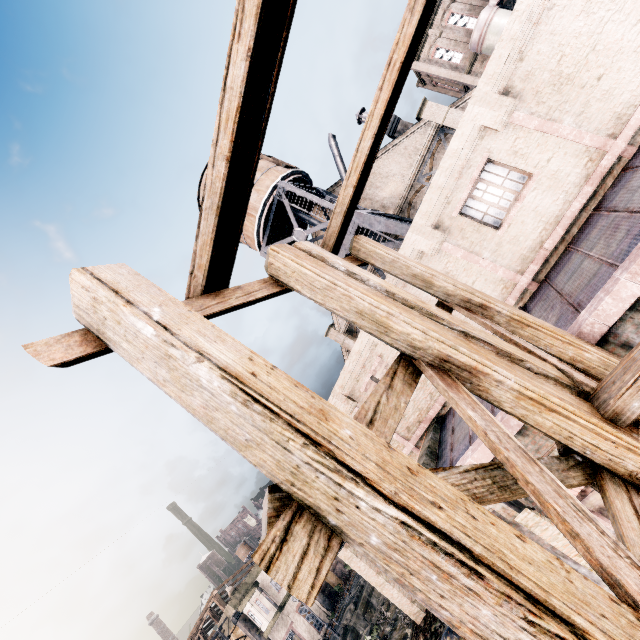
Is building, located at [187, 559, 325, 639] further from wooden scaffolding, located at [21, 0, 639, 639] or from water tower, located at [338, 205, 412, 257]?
wooden scaffolding, located at [21, 0, 639, 639]

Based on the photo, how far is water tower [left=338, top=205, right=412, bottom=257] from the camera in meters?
18.1

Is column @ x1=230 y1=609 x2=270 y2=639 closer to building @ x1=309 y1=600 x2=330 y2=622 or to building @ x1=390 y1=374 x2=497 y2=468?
building @ x1=309 y1=600 x2=330 y2=622

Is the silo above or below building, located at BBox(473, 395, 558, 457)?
above

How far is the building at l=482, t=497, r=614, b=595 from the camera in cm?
675

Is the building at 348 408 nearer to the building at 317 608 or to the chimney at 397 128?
the chimney at 397 128

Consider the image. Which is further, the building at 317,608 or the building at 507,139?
the building at 317,608

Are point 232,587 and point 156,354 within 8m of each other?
no
